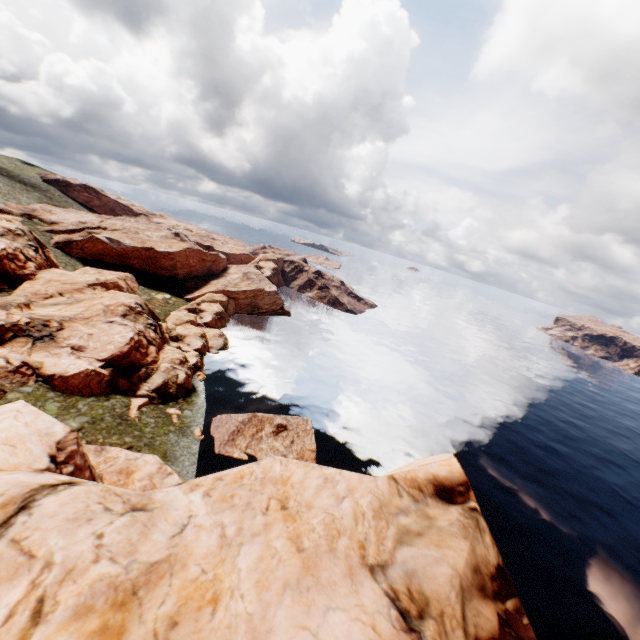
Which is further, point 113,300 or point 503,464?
point 503,464

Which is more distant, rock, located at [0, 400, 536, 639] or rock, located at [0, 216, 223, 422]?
rock, located at [0, 216, 223, 422]

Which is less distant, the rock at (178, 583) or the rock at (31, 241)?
the rock at (178, 583)
